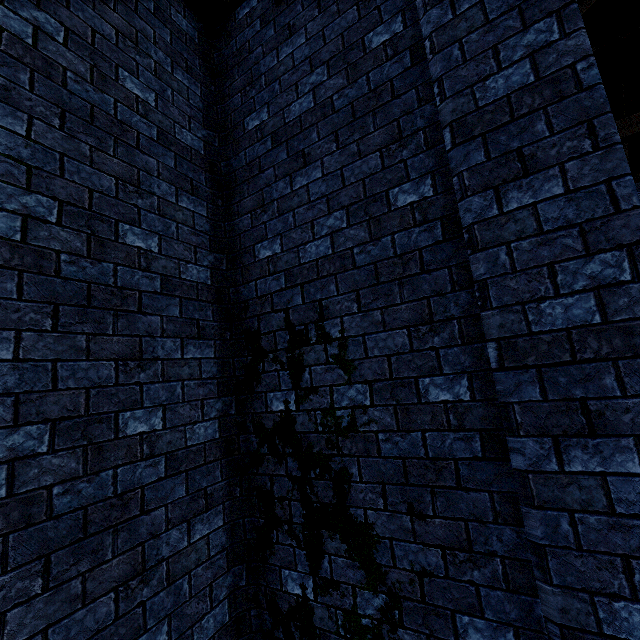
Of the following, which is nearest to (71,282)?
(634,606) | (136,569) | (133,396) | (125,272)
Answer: (125,272)
